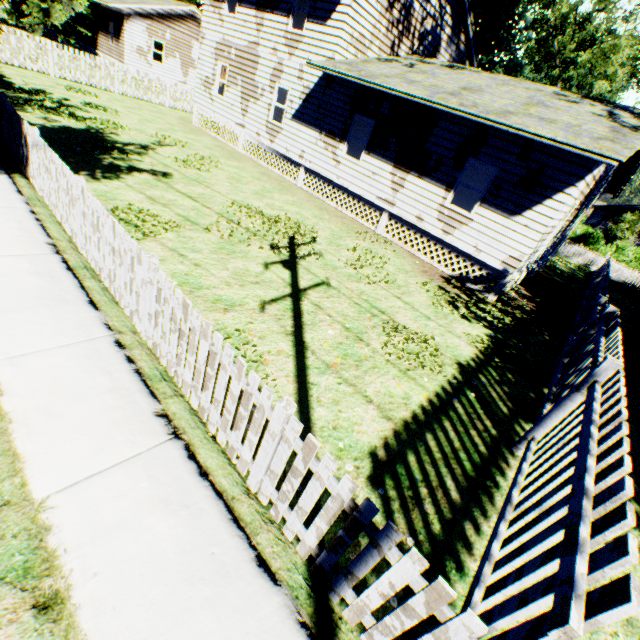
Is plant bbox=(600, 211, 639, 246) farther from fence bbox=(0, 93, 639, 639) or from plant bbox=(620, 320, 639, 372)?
fence bbox=(0, 93, 639, 639)

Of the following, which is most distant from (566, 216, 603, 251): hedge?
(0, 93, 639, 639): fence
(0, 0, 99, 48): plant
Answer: (0, 0, 99, 48): plant

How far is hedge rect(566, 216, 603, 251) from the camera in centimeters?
3695cm

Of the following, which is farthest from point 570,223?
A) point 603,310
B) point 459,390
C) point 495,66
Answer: point 495,66

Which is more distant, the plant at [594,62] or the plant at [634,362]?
the plant at [594,62]

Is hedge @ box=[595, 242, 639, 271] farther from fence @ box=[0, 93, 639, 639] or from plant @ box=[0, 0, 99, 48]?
plant @ box=[0, 0, 99, 48]

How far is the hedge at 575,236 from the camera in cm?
3695
